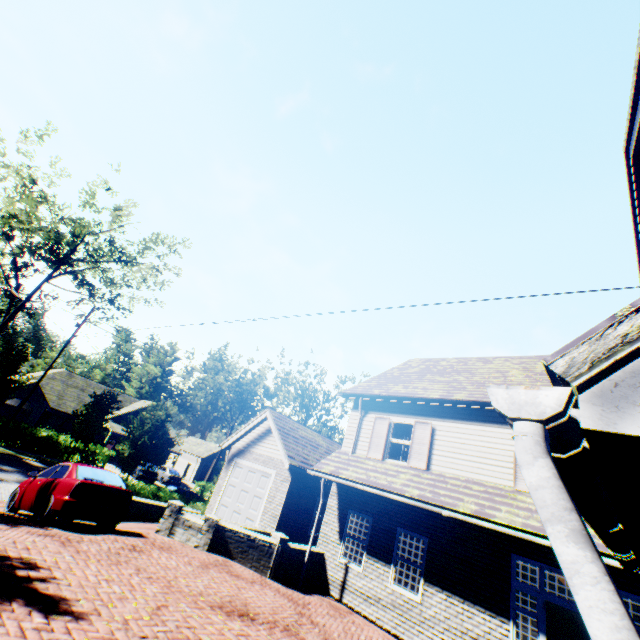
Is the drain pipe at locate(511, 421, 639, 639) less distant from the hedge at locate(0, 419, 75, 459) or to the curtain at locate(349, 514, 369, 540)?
the curtain at locate(349, 514, 369, 540)

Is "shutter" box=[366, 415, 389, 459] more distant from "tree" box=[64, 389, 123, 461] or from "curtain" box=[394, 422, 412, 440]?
"tree" box=[64, 389, 123, 461]

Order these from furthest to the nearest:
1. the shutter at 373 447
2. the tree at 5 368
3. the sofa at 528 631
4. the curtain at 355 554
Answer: the tree at 5 368
the shutter at 373 447
the sofa at 528 631
the curtain at 355 554

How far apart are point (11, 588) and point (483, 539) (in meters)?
10.32

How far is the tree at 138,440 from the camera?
19.66m

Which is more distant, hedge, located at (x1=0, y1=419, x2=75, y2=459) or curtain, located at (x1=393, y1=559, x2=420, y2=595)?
hedge, located at (x1=0, y1=419, x2=75, y2=459)

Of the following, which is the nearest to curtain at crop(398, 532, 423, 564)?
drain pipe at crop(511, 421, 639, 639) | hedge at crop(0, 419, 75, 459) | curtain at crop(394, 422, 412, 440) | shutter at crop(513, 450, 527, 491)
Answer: curtain at crop(394, 422, 412, 440)

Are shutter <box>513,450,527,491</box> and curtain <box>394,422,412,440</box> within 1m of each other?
no
